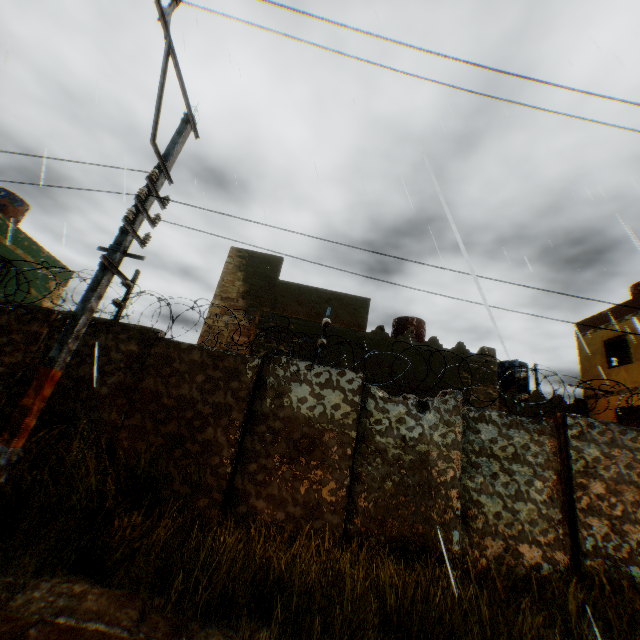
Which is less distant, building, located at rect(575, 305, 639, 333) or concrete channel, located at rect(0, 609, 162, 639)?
concrete channel, located at rect(0, 609, 162, 639)

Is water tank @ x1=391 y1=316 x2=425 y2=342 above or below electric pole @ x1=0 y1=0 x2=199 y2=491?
above

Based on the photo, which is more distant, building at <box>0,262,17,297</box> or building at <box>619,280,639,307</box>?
building at <box>619,280,639,307</box>

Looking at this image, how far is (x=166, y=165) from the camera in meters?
5.6 m

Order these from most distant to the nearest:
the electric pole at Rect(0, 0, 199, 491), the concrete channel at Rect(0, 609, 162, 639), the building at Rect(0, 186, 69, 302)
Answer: the building at Rect(0, 186, 69, 302) → the electric pole at Rect(0, 0, 199, 491) → the concrete channel at Rect(0, 609, 162, 639)

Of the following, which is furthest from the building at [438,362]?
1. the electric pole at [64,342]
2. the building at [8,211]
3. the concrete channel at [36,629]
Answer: the electric pole at [64,342]

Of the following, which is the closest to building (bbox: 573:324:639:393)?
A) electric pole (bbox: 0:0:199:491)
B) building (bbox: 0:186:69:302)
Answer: building (bbox: 0:186:69:302)

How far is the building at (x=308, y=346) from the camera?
11.2 meters
